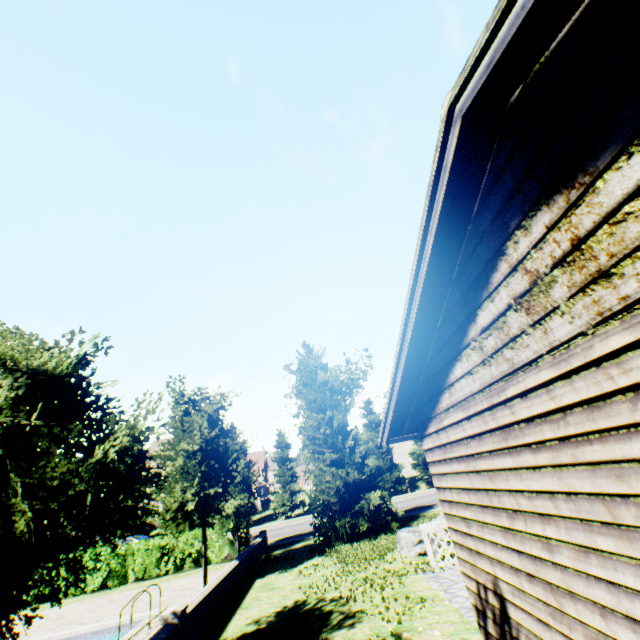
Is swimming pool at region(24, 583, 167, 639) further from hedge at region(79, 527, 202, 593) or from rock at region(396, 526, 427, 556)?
rock at region(396, 526, 427, 556)

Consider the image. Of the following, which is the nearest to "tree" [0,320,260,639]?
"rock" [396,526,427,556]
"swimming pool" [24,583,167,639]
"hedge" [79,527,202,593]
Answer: "swimming pool" [24,583,167,639]

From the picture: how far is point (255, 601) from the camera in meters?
9.8 m

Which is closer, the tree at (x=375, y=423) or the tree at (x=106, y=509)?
the tree at (x=106, y=509)

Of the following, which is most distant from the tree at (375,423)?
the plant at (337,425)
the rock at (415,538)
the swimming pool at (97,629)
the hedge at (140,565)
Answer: the rock at (415,538)

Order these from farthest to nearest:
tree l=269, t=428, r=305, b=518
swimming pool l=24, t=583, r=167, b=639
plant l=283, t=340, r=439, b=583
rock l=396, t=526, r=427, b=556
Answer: tree l=269, t=428, r=305, b=518 < plant l=283, t=340, r=439, b=583 < rock l=396, t=526, r=427, b=556 < swimming pool l=24, t=583, r=167, b=639

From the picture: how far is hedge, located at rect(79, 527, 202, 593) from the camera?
16.56m

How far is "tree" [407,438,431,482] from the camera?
35.0 meters
